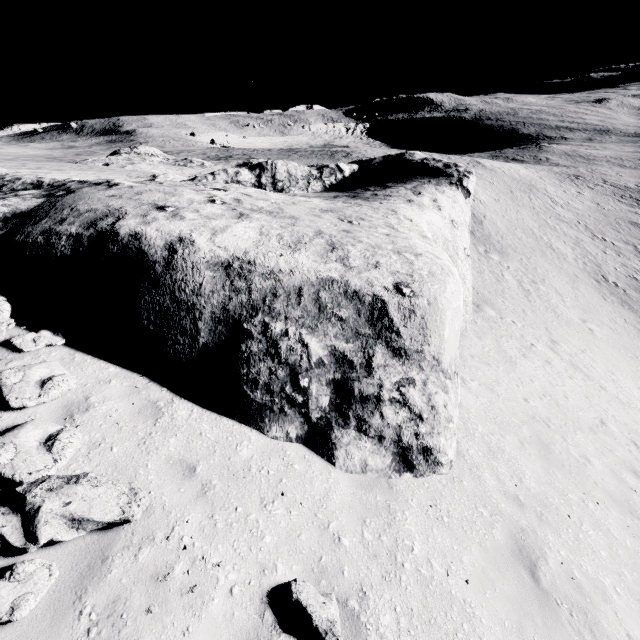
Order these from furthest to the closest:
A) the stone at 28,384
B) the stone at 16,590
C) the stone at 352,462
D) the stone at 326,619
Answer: the stone at 352,462 → the stone at 28,384 → the stone at 326,619 → the stone at 16,590

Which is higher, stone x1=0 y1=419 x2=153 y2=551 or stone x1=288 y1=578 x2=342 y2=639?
stone x1=0 y1=419 x2=153 y2=551

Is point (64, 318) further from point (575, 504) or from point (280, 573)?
point (575, 504)

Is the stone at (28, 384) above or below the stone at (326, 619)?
above

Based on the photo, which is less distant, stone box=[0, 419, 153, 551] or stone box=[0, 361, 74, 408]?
stone box=[0, 419, 153, 551]

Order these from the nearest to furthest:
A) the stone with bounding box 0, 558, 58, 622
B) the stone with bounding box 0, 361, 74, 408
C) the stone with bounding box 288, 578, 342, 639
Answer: the stone with bounding box 0, 558, 58, 622
the stone with bounding box 288, 578, 342, 639
the stone with bounding box 0, 361, 74, 408
